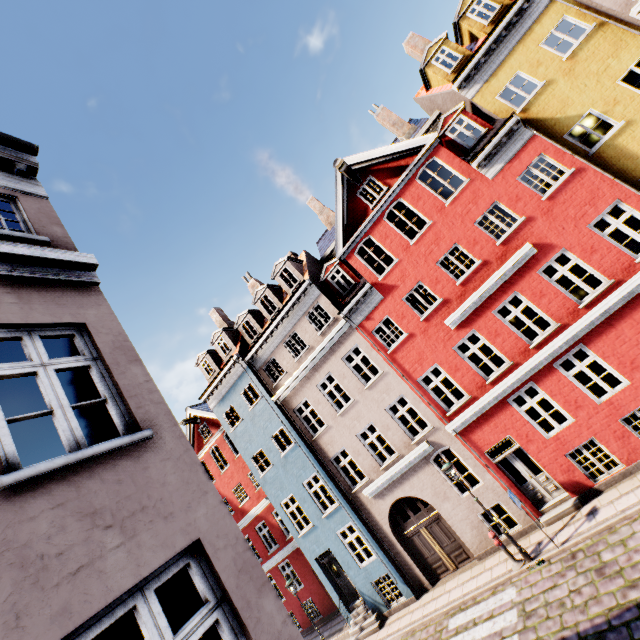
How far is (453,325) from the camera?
12.8 meters
